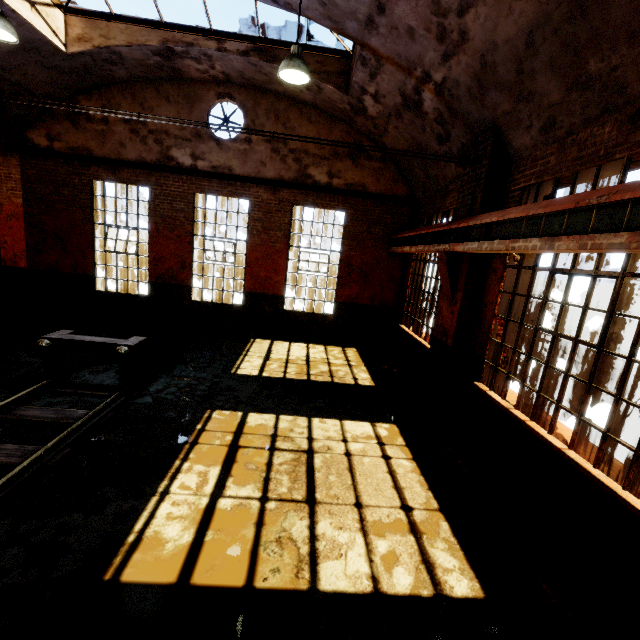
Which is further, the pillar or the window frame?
the pillar

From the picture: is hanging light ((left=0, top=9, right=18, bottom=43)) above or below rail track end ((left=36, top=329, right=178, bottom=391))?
above

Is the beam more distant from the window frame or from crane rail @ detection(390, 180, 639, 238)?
the window frame

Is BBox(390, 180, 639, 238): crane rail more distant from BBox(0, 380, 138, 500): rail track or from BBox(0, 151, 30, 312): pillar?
BBox(0, 151, 30, 312): pillar

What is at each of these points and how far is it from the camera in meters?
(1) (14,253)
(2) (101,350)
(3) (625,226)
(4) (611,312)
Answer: (1) pillar, 10.4
(2) rail track end, 5.9
(3) beam, 2.9
(4) window frame, 3.6

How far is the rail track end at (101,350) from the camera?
5.9m

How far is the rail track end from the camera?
5.9 meters

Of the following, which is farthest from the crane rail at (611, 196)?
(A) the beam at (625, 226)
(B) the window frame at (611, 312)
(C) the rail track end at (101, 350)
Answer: (C) the rail track end at (101, 350)
